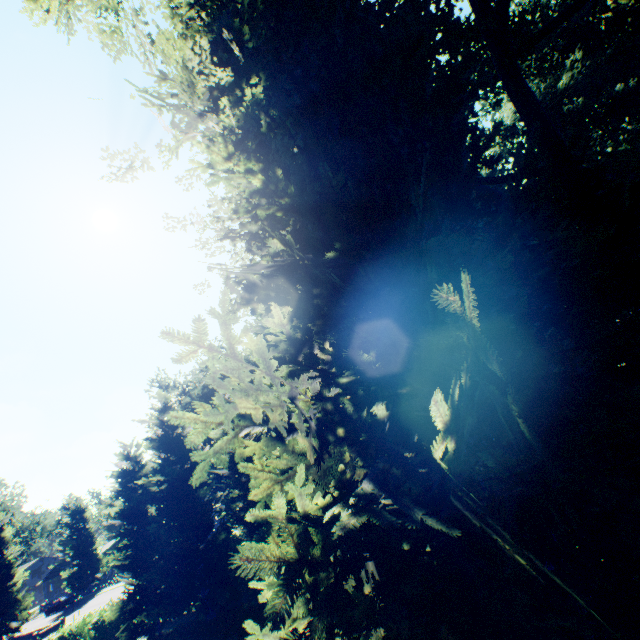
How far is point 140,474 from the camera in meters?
23.0

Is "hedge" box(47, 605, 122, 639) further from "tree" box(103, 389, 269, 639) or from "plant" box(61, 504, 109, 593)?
"plant" box(61, 504, 109, 593)

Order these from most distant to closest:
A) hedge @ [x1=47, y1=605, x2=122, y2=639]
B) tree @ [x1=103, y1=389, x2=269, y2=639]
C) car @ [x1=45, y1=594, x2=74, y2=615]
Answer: car @ [x1=45, y1=594, x2=74, y2=615], hedge @ [x1=47, y1=605, x2=122, y2=639], tree @ [x1=103, y1=389, x2=269, y2=639]

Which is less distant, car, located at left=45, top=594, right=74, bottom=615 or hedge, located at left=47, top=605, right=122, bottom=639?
hedge, located at left=47, top=605, right=122, bottom=639

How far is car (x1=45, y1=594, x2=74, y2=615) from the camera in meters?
51.2 m

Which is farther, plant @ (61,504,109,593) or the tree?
plant @ (61,504,109,593)

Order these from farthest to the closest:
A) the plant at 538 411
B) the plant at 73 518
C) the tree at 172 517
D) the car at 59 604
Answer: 1. the plant at 73 518
2. the car at 59 604
3. the tree at 172 517
4. the plant at 538 411

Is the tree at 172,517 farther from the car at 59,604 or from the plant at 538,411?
the car at 59,604
